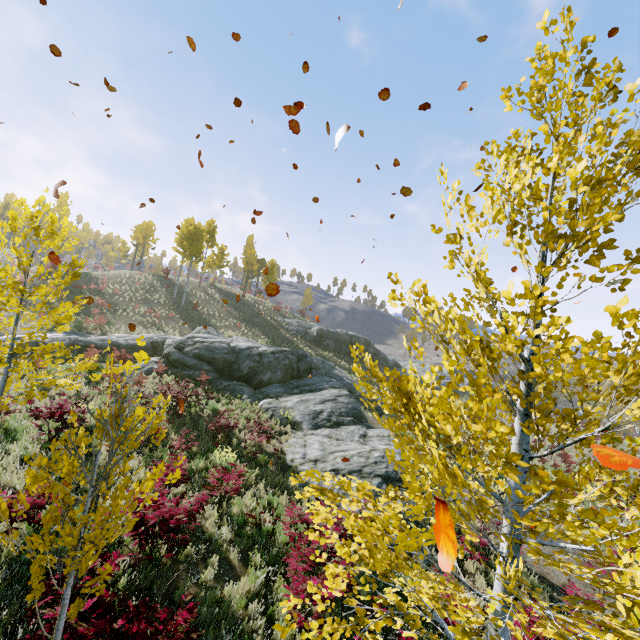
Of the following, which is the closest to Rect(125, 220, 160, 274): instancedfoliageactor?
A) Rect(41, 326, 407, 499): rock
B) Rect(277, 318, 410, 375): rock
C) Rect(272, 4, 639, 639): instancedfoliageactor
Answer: Rect(277, 318, 410, 375): rock

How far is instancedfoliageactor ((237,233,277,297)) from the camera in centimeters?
4425cm

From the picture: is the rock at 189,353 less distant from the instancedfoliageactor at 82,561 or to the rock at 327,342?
the instancedfoliageactor at 82,561

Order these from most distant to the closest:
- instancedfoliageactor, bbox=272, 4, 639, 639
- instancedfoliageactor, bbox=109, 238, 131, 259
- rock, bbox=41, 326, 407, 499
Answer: instancedfoliageactor, bbox=109, 238, 131, 259 < rock, bbox=41, 326, 407, 499 < instancedfoliageactor, bbox=272, 4, 639, 639

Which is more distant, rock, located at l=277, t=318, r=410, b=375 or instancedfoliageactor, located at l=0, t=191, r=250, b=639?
rock, located at l=277, t=318, r=410, b=375

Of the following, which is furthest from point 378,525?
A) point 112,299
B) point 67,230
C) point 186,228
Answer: point 186,228

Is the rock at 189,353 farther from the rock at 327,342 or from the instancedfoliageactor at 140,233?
the instancedfoliageactor at 140,233
